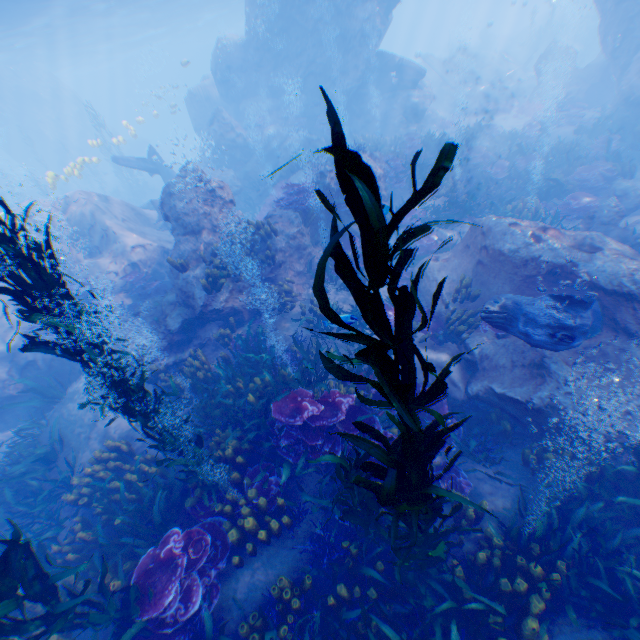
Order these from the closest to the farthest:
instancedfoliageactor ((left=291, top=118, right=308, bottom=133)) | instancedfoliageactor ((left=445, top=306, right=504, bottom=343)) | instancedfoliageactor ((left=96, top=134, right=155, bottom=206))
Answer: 1. instancedfoliageactor ((left=445, top=306, right=504, bottom=343))
2. instancedfoliageactor ((left=291, top=118, right=308, bottom=133))
3. instancedfoliageactor ((left=96, top=134, right=155, bottom=206))

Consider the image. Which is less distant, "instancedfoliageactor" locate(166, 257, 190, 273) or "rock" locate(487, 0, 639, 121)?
"instancedfoliageactor" locate(166, 257, 190, 273)

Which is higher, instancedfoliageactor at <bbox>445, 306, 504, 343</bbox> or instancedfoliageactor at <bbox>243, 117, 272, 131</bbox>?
instancedfoliageactor at <bbox>243, 117, 272, 131</bbox>

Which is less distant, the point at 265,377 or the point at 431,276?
the point at 265,377

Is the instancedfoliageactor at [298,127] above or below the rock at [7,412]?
above

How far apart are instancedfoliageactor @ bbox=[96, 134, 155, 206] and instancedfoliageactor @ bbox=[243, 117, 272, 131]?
15.61m

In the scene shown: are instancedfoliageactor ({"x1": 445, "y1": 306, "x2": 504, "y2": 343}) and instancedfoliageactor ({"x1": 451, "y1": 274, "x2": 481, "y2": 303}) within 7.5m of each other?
yes

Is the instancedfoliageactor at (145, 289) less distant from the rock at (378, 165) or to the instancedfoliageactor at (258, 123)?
the rock at (378, 165)
